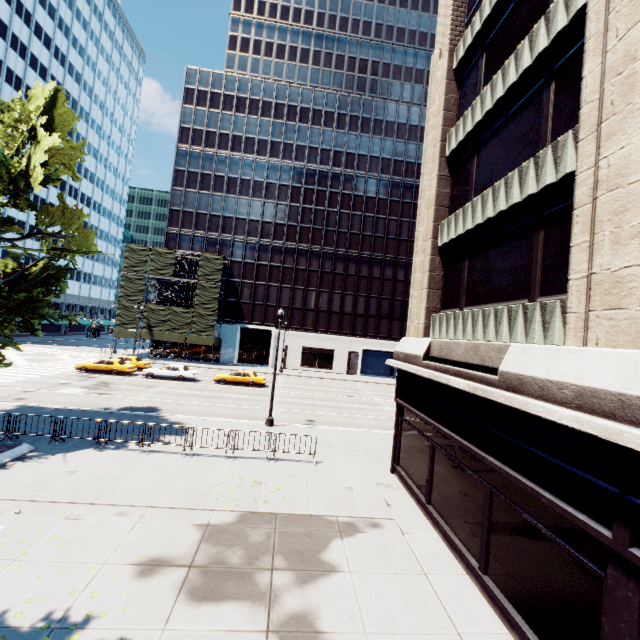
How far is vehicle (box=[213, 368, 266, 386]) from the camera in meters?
32.3 m

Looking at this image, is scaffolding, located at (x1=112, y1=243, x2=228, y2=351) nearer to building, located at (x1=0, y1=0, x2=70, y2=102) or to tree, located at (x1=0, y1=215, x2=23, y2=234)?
building, located at (x1=0, y1=0, x2=70, y2=102)

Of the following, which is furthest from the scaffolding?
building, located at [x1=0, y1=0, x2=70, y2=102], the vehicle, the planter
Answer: the planter

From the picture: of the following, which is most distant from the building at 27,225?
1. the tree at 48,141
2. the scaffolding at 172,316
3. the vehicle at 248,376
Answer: the vehicle at 248,376

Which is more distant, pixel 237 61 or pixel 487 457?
pixel 237 61

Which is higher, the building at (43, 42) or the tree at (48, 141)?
the building at (43, 42)

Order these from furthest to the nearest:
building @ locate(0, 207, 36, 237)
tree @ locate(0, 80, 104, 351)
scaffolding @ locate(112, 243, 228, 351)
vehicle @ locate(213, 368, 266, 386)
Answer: building @ locate(0, 207, 36, 237), scaffolding @ locate(112, 243, 228, 351), vehicle @ locate(213, 368, 266, 386), tree @ locate(0, 80, 104, 351)

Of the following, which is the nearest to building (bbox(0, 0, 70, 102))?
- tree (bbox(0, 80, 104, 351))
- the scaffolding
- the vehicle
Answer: tree (bbox(0, 80, 104, 351))
